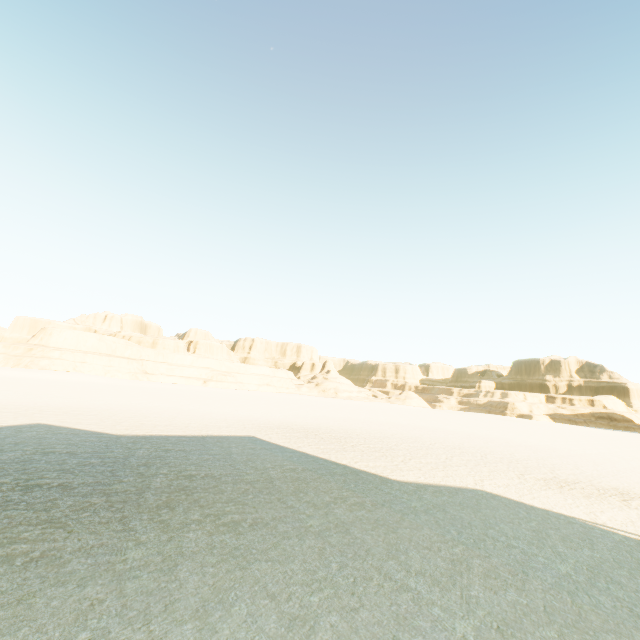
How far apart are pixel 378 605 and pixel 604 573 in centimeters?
528cm
